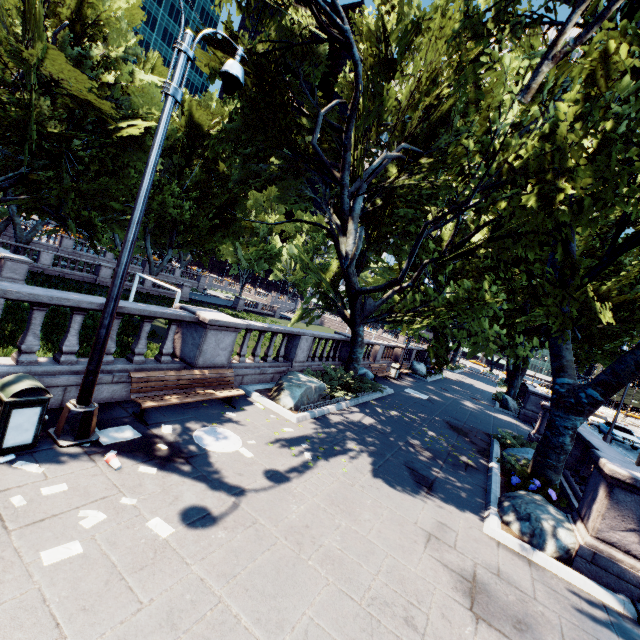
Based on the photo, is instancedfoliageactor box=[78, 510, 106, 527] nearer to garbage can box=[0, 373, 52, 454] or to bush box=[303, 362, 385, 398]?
garbage can box=[0, 373, 52, 454]

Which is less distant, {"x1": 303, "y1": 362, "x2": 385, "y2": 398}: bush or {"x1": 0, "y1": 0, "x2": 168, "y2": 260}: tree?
{"x1": 303, "y1": 362, "x2": 385, "y2": 398}: bush

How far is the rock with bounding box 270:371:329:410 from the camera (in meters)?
10.03

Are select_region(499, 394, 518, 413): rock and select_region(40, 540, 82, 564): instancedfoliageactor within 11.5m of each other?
no

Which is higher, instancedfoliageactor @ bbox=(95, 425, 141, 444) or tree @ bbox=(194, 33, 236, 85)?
tree @ bbox=(194, 33, 236, 85)

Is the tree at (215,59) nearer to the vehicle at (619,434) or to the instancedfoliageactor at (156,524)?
the vehicle at (619,434)

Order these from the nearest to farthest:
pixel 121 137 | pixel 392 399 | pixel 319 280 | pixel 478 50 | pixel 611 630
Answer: pixel 611 630 → pixel 478 50 → pixel 392 399 → pixel 319 280 → pixel 121 137

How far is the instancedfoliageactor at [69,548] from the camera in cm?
341
